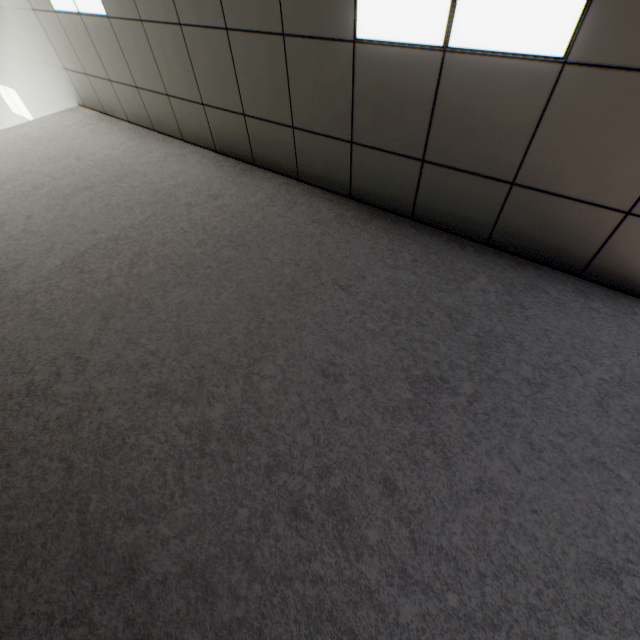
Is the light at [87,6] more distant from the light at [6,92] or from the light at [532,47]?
the light at [6,92]

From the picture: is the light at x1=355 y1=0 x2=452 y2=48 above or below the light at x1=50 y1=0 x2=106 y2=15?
above

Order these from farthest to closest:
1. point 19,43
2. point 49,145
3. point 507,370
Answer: point 19,43, point 49,145, point 507,370

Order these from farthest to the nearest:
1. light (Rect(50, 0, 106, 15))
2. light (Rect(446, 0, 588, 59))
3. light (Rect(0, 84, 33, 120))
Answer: light (Rect(0, 84, 33, 120))
light (Rect(50, 0, 106, 15))
light (Rect(446, 0, 588, 59))

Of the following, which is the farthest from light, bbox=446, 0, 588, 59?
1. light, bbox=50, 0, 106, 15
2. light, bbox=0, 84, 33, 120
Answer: light, bbox=0, 84, 33, 120

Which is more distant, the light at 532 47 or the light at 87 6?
the light at 87 6

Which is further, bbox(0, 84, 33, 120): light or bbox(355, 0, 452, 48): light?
bbox(0, 84, 33, 120): light
